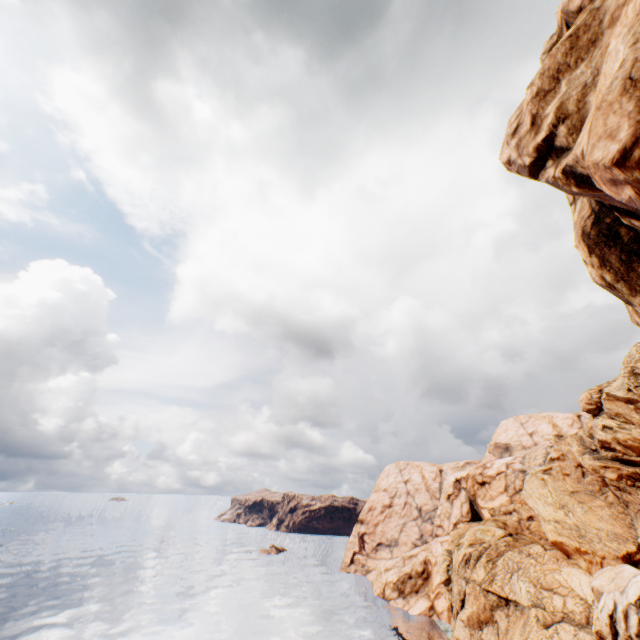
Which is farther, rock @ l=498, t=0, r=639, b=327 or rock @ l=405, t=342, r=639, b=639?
rock @ l=405, t=342, r=639, b=639

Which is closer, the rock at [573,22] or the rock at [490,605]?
the rock at [573,22]

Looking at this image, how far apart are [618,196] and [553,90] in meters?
4.2
